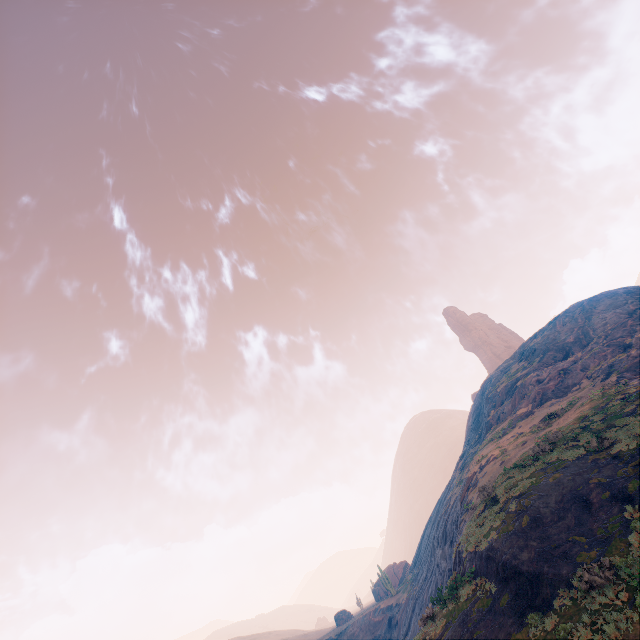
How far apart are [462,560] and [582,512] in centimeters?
659cm
